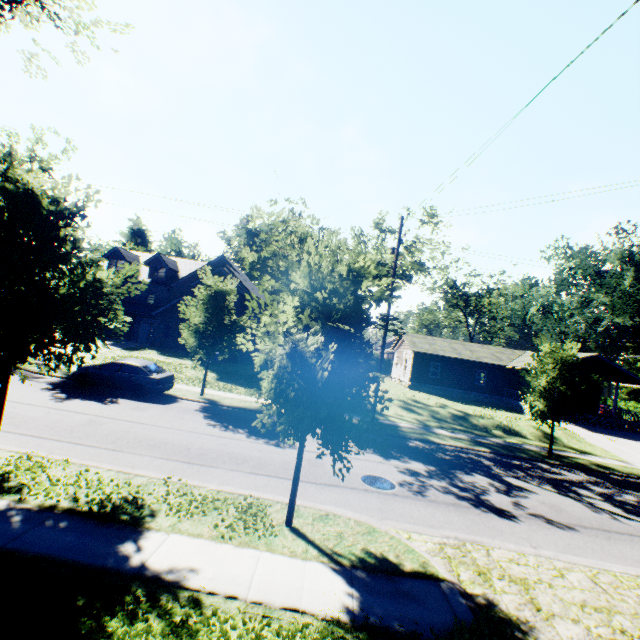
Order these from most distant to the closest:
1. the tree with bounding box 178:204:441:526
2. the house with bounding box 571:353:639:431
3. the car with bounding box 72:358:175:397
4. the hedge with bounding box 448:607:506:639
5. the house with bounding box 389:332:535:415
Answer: the house with bounding box 389:332:535:415 < the house with bounding box 571:353:639:431 < the car with bounding box 72:358:175:397 < the tree with bounding box 178:204:441:526 < the hedge with bounding box 448:607:506:639

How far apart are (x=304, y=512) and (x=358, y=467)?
4.2m

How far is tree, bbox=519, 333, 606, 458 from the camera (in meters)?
16.25

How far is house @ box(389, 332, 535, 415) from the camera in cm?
3434

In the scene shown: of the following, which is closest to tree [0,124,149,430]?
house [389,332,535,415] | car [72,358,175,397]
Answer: car [72,358,175,397]

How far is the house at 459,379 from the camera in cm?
3434

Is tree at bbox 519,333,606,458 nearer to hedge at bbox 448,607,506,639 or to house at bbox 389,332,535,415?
hedge at bbox 448,607,506,639

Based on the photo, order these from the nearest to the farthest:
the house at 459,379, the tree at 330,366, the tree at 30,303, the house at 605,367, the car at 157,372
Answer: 1. the tree at 330,366
2. the tree at 30,303
3. the car at 157,372
4. the house at 605,367
5. the house at 459,379
